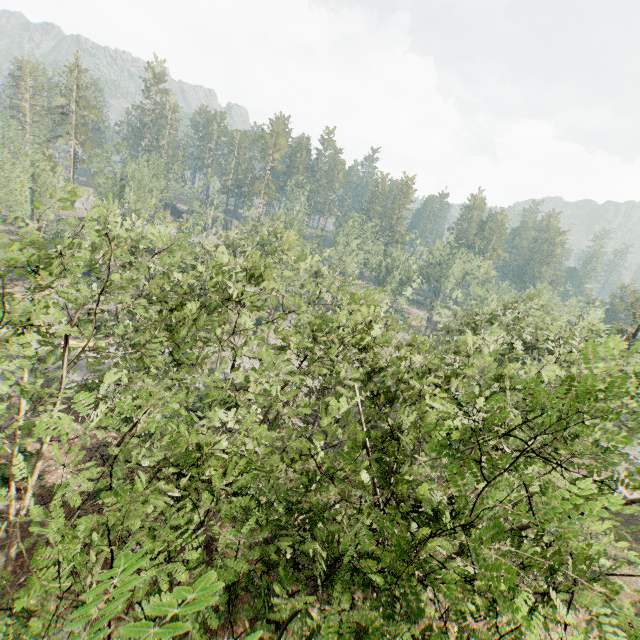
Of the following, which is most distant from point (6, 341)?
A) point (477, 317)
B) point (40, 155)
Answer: point (40, 155)
